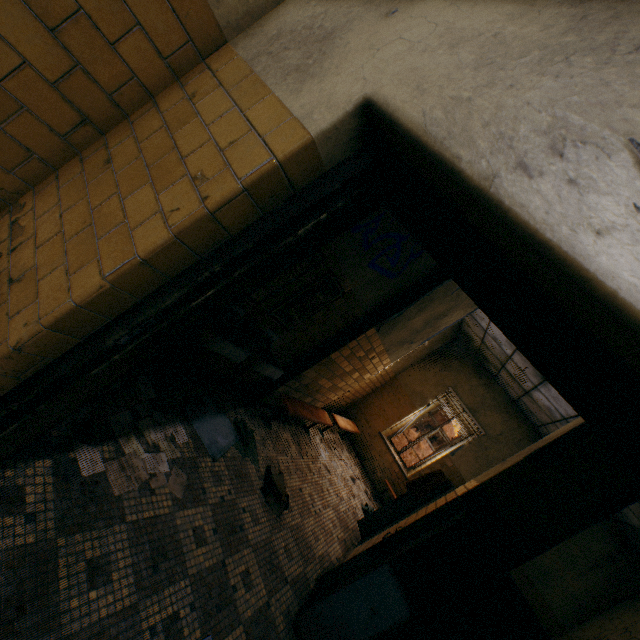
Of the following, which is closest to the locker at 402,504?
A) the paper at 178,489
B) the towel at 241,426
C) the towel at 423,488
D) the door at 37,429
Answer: the towel at 423,488

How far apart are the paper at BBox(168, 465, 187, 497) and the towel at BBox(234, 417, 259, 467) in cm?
72

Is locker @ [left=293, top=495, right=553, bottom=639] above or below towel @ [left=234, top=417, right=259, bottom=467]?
above

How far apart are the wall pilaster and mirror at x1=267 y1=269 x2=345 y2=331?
0.90m

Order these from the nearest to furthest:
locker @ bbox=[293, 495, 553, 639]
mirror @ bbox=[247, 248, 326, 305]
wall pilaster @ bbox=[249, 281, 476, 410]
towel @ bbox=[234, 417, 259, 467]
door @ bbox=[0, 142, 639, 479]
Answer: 1. door @ bbox=[0, 142, 639, 479]
2. locker @ bbox=[293, 495, 553, 639]
3. mirror @ bbox=[247, 248, 326, 305]
4. towel @ bbox=[234, 417, 259, 467]
5. wall pilaster @ bbox=[249, 281, 476, 410]

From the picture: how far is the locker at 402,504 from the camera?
4.7m

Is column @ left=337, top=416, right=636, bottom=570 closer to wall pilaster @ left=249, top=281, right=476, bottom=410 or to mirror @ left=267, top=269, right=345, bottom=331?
wall pilaster @ left=249, top=281, right=476, bottom=410

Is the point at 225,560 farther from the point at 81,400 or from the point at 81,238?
the point at 81,238
